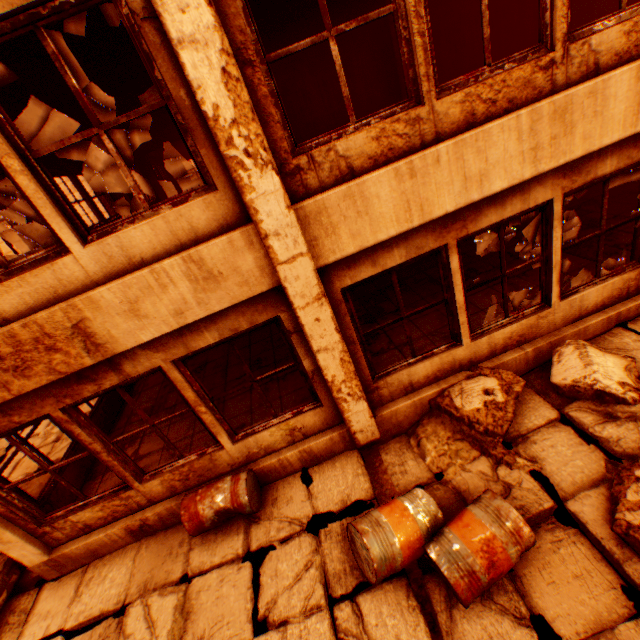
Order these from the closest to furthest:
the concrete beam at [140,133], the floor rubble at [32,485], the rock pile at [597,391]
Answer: the rock pile at [597,391], the floor rubble at [32,485], the concrete beam at [140,133]

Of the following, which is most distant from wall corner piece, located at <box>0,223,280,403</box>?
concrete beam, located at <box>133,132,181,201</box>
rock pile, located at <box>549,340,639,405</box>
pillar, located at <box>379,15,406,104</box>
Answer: concrete beam, located at <box>133,132,181,201</box>

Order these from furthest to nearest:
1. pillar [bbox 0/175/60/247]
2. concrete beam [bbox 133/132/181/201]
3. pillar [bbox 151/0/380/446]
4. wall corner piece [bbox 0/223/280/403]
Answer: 1. concrete beam [bbox 133/132/181/201]
2. pillar [bbox 0/175/60/247]
3. wall corner piece [bbox 0/223/280/403]
4. pillar [bbox 151/0/380/446]

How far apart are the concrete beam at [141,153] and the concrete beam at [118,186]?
4.6 meters

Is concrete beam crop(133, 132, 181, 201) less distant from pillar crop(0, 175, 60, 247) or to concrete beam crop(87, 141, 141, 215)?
concrete beam crop(87, 141, 141, 215)

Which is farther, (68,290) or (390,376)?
(390,376)

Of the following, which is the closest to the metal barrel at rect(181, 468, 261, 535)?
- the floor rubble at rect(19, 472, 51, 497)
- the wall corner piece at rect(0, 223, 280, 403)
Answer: the wall corner piece at rect(0, 223, 280, 403)

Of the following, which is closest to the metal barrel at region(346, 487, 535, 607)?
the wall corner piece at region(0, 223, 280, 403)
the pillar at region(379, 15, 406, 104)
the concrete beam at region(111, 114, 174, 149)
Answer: the wall corner piece at region(0, 223, 280, 403)
